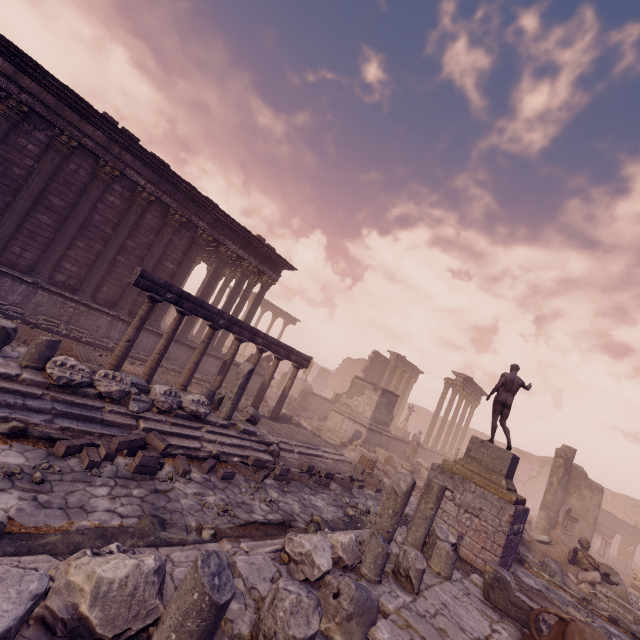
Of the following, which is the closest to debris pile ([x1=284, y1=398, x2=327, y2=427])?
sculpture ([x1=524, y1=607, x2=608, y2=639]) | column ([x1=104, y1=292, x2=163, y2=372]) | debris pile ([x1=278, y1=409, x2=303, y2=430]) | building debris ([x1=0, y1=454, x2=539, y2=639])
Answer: debris pile ([x1=278, y1=409, x2=303, y2=430])

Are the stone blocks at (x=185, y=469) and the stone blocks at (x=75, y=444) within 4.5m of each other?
yes

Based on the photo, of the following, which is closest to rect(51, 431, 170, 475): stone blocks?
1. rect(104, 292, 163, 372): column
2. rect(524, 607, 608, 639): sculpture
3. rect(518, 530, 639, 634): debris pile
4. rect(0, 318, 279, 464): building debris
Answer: rect(0, 318, 279, 464): building debris

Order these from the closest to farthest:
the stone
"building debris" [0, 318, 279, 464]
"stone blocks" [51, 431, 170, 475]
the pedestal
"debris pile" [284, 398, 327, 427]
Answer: the stone
"stone blocks" [51, 431, 170, 475]
"building debris" [0, 318, 279, 464]
the pedestal
"debris pile" [284, 398, 327, 427]

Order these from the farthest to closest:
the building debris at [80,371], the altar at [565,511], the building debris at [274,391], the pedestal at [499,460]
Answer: the building debris at [274,391]
the altar at [565,511]
the pedestal at [499,460]
the building debris at [80,371]

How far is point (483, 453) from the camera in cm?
976

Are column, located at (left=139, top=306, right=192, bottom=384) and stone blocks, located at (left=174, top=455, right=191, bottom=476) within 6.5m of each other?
yes

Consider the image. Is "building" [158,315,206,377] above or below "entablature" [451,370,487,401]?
below
